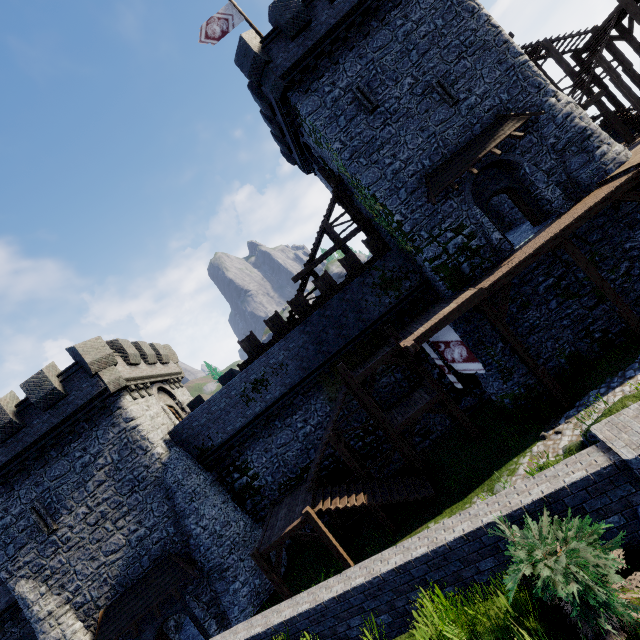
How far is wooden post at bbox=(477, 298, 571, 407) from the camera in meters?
13.3

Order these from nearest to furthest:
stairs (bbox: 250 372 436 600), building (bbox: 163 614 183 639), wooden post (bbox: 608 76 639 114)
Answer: stairs (bbox: 250 372 436 600), wooden post (bbox: 608 76 639 114), building (bbox: 163 614 183 639)

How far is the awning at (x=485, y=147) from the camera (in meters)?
15.15

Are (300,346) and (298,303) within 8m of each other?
yes

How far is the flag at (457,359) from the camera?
14.0m

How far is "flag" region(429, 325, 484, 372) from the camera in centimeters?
1396cm

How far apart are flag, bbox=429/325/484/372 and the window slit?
11.3 meters

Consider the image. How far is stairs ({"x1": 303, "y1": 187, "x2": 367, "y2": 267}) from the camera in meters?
20.3
